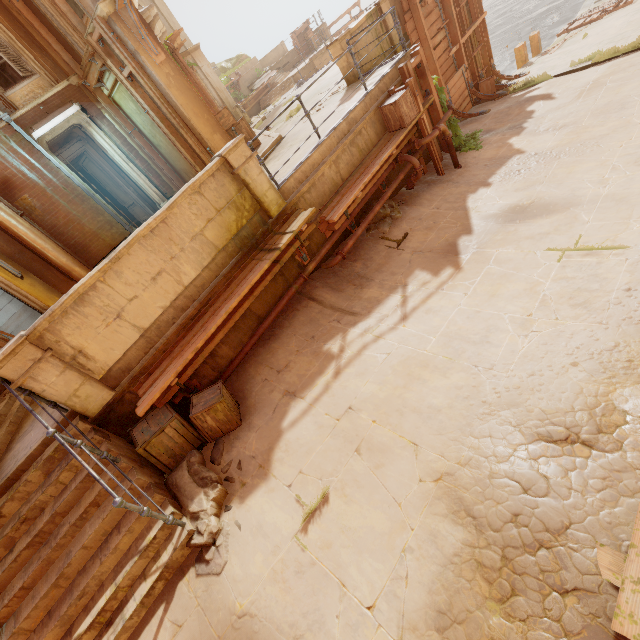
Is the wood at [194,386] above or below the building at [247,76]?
below

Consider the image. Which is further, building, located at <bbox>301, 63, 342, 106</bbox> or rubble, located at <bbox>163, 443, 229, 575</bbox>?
building, located at <bbox>301, 63, 342, 106</bbox>

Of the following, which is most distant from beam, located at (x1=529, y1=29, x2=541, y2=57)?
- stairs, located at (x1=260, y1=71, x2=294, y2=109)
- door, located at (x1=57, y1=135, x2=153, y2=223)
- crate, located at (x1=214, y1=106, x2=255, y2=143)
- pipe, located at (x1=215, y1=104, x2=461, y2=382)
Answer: door, located at (x1=57, y1=135, x2=153, y2=223)

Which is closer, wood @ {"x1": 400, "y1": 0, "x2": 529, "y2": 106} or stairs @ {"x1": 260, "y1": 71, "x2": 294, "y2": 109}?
wood @ {"x1": 400, "y1": 0, "x2": 529, "y2": 106}

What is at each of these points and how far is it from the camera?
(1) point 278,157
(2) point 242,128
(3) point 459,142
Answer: (1) building, 8.9 meters
(2) crate, 10.9 meters
(3) plant, 9.8 meters

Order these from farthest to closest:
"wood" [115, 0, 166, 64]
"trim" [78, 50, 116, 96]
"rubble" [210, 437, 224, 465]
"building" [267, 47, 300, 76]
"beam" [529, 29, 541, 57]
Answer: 1. "building" [267, 47, 300, 76]
2. "beam" [529, 29, 541, 57]
3. "trim" [78, 50, 116, 96]
4. "wood" [115, 0, 166, 64]
5. "rubble" [210, 437, 224, 465]

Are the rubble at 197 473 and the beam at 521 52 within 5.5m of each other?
no

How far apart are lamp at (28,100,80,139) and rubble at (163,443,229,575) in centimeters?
1022cm
